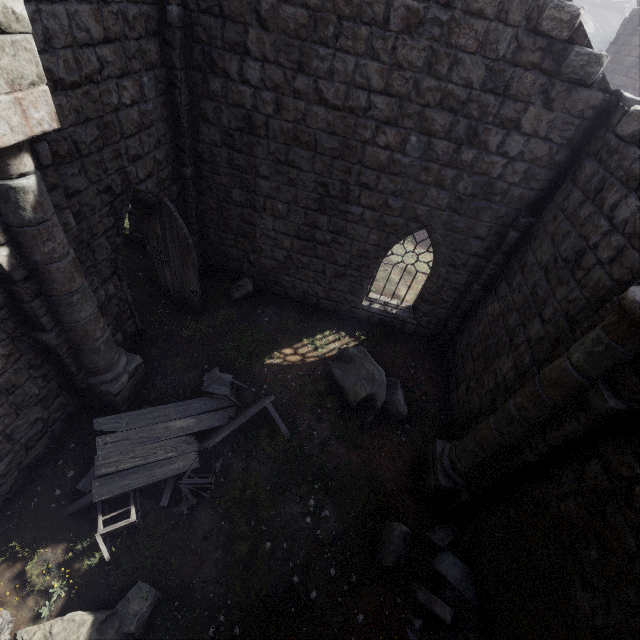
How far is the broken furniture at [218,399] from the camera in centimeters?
576cm

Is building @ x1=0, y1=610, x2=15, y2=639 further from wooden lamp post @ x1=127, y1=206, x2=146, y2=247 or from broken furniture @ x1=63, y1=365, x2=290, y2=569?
wooden lamp post @ x1=127, y1=206, x2=146, y2=247

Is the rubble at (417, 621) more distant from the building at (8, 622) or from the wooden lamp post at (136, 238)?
the wooden lamp post at (136, 238)

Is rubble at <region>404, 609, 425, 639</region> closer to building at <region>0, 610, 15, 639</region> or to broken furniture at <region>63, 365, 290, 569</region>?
building at <region>0, 610, 15, 639</region>

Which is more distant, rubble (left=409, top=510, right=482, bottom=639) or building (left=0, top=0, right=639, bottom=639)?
rubble (left=409, top=510, right=482, bottom=639)

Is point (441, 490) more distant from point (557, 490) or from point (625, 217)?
point (625, 217)

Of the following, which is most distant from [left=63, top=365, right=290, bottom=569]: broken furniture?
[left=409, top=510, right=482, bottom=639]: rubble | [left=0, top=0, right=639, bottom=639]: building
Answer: [left=409, top=510, right=482, bottom=639]: rubble
